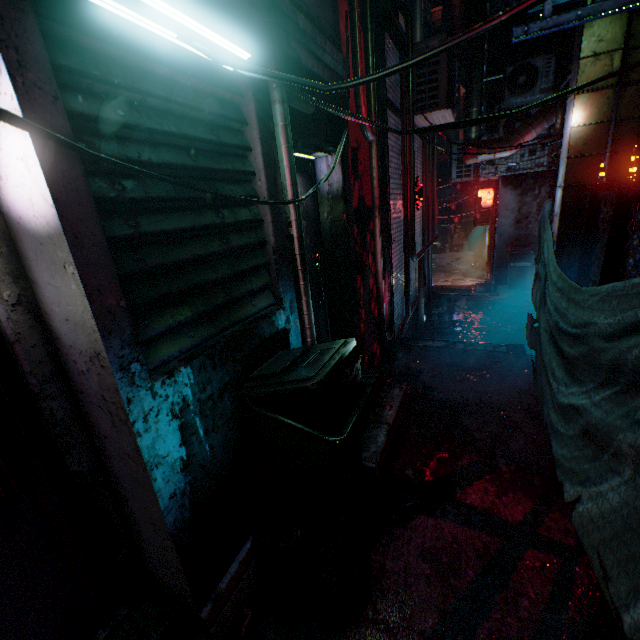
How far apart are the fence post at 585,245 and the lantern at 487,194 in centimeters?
648cm

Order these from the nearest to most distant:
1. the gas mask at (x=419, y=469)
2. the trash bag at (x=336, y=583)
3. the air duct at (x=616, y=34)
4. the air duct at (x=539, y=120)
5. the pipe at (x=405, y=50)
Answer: the trash bag at (x=336, y=583)
the gas mask at (x=419, y=469)
the air duct at (x=616, y=34)
the pipe at (x=405, y=50)
the air duct at (x=539, y=120)

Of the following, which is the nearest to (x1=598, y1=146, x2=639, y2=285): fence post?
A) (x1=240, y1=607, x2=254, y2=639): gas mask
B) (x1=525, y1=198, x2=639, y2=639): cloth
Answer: (x1=525, y1=198, x2=639, y2=639): cloth

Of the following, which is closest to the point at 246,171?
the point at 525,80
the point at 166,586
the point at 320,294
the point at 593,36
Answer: the point at 320,294

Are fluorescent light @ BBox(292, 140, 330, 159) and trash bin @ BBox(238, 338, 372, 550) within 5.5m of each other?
yes

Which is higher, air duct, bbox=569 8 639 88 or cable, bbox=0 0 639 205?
air duct, bbox=569 8 639 88

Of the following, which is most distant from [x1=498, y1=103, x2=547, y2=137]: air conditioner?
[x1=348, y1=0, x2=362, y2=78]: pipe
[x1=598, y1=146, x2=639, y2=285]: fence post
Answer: [x1=348, y1=0, x2=362, y2=78]: pipe

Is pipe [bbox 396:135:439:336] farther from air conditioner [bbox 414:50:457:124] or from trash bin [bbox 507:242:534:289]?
trash bin [bbox 507:242:534:289]
